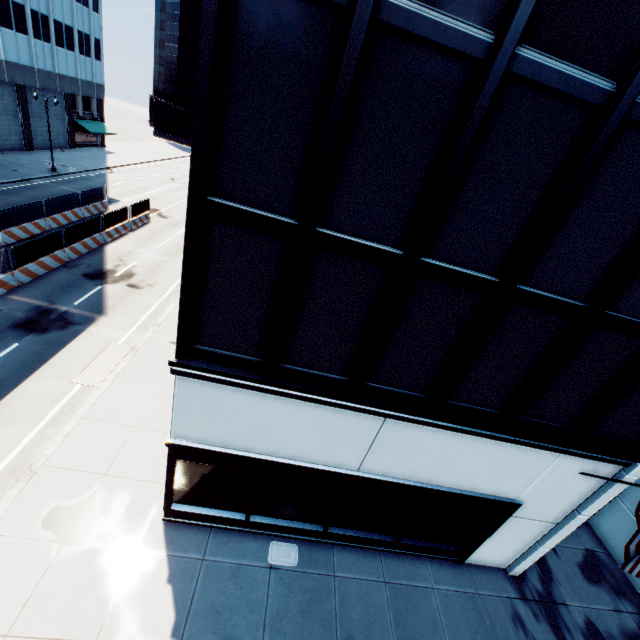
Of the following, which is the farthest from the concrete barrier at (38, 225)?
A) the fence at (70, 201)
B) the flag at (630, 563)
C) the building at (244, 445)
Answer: the flag at (630, 563)

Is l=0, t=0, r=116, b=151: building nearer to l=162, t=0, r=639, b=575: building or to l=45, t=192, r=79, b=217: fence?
l=45, t=192, r=79, b=217: fence

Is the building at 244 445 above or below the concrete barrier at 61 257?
above

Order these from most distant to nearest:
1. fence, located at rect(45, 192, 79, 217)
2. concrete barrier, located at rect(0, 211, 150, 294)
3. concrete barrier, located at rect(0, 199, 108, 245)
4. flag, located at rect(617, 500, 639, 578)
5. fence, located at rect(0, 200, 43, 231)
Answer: fence, located at rect(45, 192, 79, 217), concrete barrier, located at rect(0, 199, 108, 245), fence, located at rect(0, 200, 43, 231), concrete barrier, located at rect(0, 211, 150, 294), flag, located at rect(617, 500, 639, 578)

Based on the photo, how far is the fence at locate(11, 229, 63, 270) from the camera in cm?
1723

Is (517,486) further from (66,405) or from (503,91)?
(66,405)

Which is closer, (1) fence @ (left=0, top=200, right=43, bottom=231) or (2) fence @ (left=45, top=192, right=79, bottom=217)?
(1) fence @ (left=0, top=200, right=43, bottom=231)
